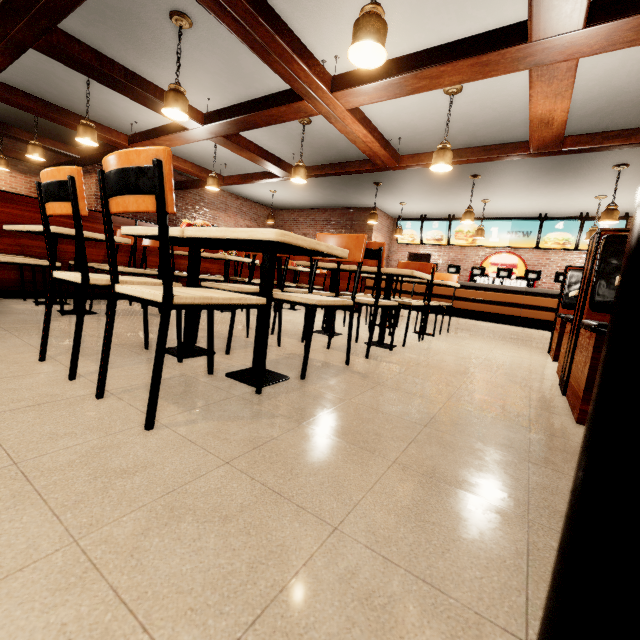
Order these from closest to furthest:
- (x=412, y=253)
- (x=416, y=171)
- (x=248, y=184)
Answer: (x=416, y=171) → (x=248, y=184) → (x=412, y=253)
